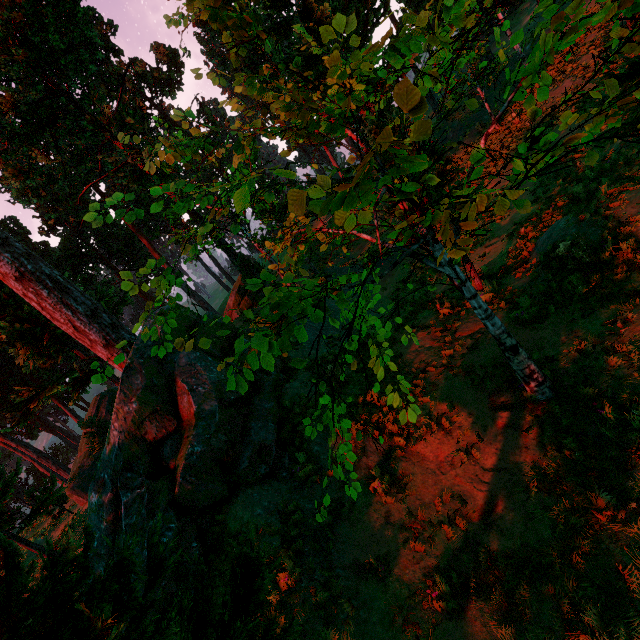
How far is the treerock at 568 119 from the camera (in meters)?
3.25

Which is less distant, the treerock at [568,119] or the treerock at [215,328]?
the treerock at [215,328]

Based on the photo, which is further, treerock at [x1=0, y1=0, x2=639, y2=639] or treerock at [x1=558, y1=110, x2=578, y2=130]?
treerock at [x1=558, y1=110, x2=578, y2=130]

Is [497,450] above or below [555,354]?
below

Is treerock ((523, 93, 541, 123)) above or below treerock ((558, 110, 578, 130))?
above

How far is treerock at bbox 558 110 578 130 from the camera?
3.25m
